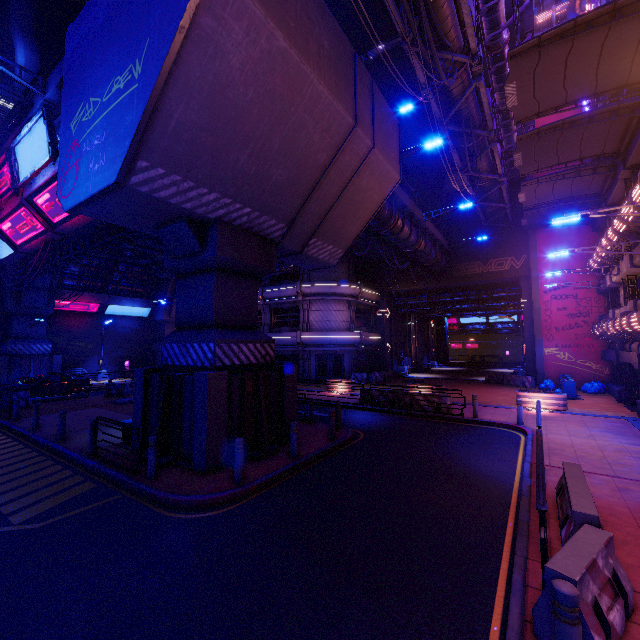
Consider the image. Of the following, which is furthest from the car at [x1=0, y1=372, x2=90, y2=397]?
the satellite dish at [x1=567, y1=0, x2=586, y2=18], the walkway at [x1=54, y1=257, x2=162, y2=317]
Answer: the satellite dish at [x1=567, y1=0, x2=586, y2=18]

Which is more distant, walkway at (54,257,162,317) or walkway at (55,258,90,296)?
walkway at (54,257,162,317)

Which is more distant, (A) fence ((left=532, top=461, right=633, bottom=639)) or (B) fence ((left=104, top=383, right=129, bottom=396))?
(B) fence ((left=104, top=383, right=129, bottom=396))

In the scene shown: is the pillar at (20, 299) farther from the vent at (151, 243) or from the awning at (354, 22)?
the awning at (354, 22)

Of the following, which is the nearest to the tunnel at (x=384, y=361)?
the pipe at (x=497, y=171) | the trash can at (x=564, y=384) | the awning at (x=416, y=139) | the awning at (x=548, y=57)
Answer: the pipe at (x=497, y=171)

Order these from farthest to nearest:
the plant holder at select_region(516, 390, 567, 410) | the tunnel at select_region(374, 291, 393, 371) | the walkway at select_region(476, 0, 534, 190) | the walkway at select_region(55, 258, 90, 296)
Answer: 1. the tunnel at select_region(374, 291, 393, 371)
2. the walkway at select_region(55, 258, 90, 296)
3. the plant holder at select_region(516, 390, 567, 410)
4. the walkway at select_region(476, 0, 534, 190)

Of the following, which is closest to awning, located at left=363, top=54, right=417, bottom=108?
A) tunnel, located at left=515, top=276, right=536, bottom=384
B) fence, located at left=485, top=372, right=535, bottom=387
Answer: tunnel, located at left=515, top=276, right=536, bottom=384

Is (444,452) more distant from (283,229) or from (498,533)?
(283,229)
